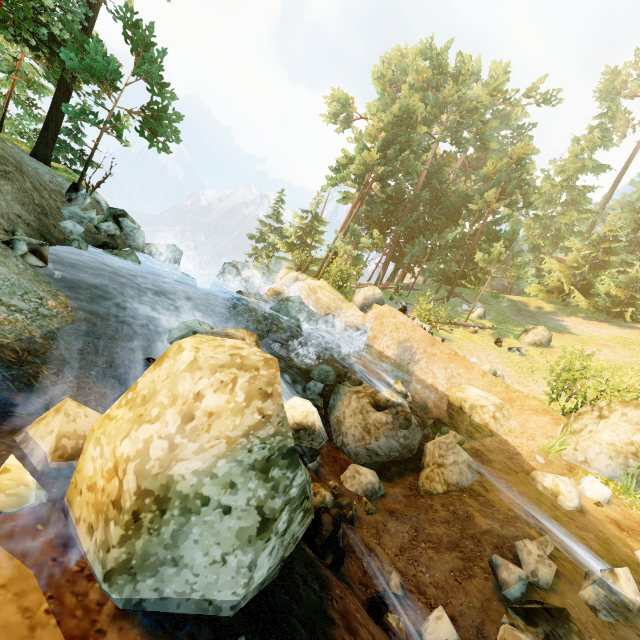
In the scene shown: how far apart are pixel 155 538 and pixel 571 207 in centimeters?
4554cm

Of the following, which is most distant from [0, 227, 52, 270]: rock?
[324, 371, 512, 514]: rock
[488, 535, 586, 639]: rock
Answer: [488, 535, 586, 639]: rock

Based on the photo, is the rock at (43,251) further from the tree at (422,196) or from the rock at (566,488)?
the rock at (566,488)

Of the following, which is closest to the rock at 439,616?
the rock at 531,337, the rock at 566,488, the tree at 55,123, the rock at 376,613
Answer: the rock at 376,613

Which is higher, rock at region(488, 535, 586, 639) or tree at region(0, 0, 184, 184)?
tree at region(0, 0, 184, 184)

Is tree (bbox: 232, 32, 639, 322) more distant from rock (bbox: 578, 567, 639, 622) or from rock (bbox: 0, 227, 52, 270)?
rock (bbox: 578, 567, 639, 622)

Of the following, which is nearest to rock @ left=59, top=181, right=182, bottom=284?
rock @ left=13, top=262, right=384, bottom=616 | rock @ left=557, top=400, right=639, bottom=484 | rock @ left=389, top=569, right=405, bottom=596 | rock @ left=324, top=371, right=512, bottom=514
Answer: rock @ left=324, top=371, right=512, bottom=514

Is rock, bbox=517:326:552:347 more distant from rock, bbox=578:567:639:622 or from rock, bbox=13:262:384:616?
rock, bbox=13:262:384:616
